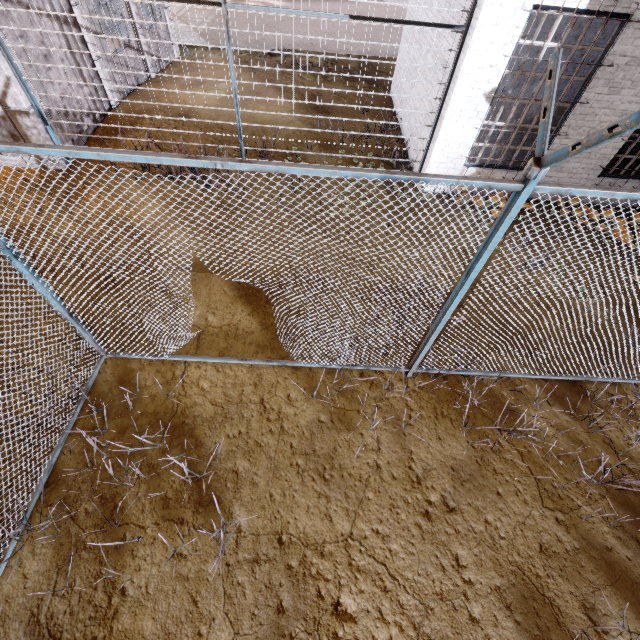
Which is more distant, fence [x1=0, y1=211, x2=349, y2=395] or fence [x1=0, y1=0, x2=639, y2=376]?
fence [x1=0, y1=211, x2=349, y2=395]

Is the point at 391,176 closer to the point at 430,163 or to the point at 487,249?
the point at 487,249

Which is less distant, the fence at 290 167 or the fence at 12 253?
the fence at 290 167

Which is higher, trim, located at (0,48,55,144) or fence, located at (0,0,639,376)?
fence, located at (0,0,639,376)

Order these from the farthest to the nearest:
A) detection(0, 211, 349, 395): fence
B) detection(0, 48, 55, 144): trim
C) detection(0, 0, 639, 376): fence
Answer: detection(0, 48, 55, 144): trim, detection(0, 211, 349, 395): fence, detection(0, 0, 639, 376): fence

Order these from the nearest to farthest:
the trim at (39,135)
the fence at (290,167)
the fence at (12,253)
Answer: the fence at (290,167)
the fence at (12,253)
the trim at (39,135)

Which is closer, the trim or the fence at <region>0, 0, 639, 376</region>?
the fence at <region>0, 0, 639, 376</region>
